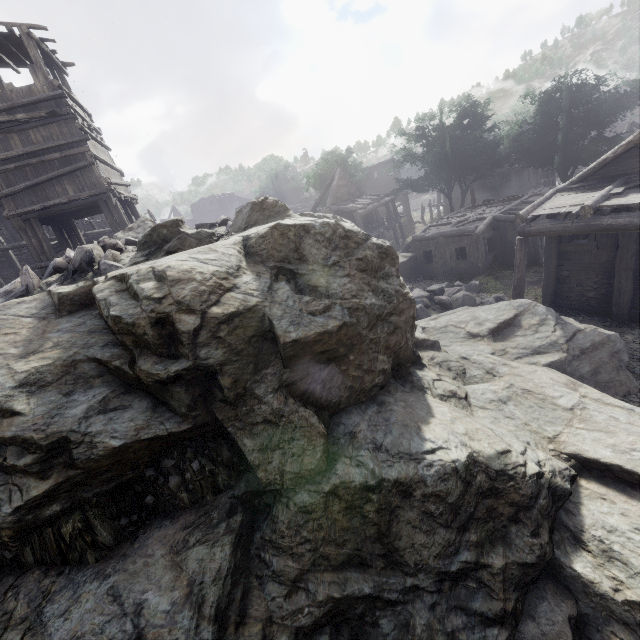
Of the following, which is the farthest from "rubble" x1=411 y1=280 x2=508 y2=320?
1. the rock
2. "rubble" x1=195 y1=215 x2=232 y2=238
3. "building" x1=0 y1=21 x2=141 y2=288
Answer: "rubble" x1=195 y1=215 x2=232 y2=238

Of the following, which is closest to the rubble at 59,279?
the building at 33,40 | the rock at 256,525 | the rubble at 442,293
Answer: the rock at 256,525

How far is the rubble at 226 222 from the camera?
8.0 meters

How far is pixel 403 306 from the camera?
6.7 meters

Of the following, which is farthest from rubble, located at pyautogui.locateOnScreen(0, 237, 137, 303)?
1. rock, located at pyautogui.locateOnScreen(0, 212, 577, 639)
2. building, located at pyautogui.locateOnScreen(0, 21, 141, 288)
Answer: building, located at pyautogui.locateOnScreen(0, 21, 141, 288)

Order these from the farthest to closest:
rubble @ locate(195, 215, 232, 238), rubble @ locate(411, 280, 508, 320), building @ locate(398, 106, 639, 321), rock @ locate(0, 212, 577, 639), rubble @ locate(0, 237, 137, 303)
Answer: rubble @ locate(411, 280, 508, 320) → building @ locate(398, 106, 639, 321) → rubble @ locate(195, 215, 232, 238) → rubble @ locate(0, 237, 137, 303) → rock @ locate(0, 212, 577, 639)

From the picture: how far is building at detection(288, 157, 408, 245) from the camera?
28.2 meters

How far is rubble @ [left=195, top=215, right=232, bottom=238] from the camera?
8.0m
